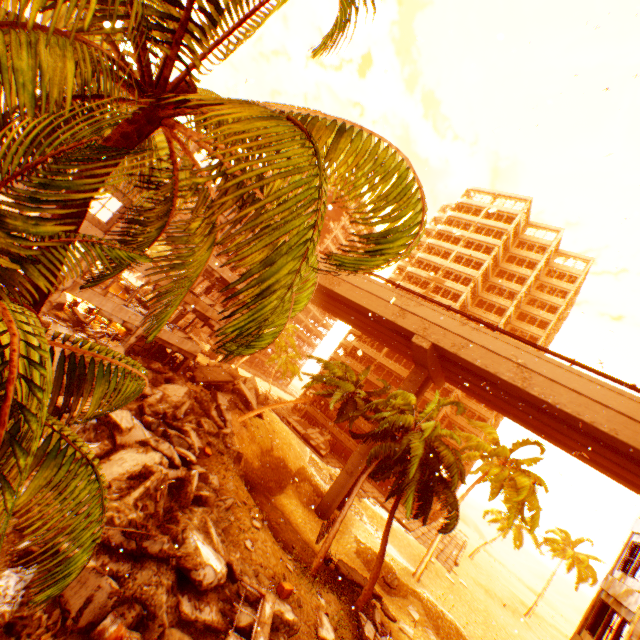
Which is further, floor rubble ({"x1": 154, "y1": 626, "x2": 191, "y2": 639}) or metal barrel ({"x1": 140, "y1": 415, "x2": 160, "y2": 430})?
metal barrel ({"x1": 140, "y1": 415, "x2": 160, "y2": 430})

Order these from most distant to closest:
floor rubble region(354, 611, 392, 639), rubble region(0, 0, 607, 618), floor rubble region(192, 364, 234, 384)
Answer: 1. floor rubble region(192, 364, 234, 384)
2. floor rubble region(354, 611, 392, 639)
3. rubble region(0, 0, 607, 618)

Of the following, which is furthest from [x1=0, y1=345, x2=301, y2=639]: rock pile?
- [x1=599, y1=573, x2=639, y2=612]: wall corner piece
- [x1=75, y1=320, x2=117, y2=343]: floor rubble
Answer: [x1=599, y1=573, x2=639, y2=612]: wall corner piece

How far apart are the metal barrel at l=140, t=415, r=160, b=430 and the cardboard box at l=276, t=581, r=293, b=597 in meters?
8.7

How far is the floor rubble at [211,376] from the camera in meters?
26.2 m

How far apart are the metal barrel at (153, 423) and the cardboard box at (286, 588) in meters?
8.7

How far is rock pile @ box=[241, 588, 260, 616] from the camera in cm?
1067

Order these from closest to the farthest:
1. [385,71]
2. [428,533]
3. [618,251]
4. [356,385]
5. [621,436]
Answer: [618,251] → [385,71] → [621,436] → [356,385] → [428,533]
